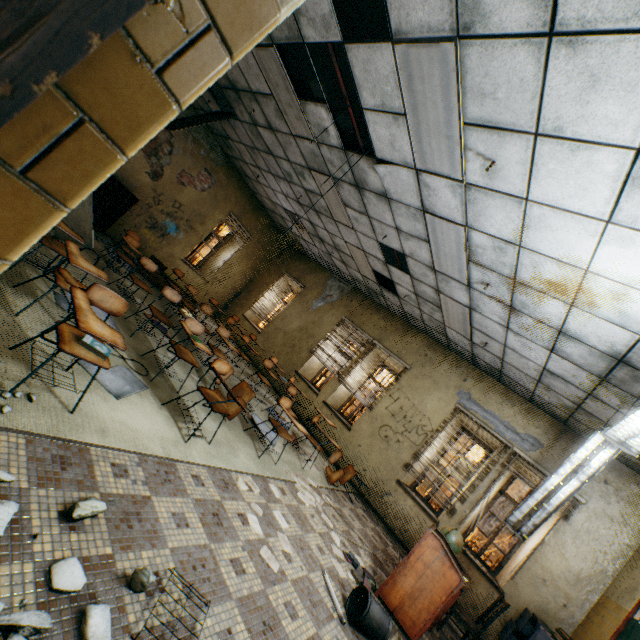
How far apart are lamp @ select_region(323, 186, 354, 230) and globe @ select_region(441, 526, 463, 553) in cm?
543

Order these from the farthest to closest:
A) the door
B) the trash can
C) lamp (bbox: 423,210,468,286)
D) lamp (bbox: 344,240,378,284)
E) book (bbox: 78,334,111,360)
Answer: lamp (bbox: 344,240,378,284), lamp (bbox: 423,210,468,286), the trash can, book (bbox: 78,334,111,360), the door

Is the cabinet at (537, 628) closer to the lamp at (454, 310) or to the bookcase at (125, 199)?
the lamp at (454, 310)

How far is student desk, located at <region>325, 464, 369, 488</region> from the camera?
5.97m

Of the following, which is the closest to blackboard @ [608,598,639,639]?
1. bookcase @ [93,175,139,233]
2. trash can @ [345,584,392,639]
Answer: trash can @ [345,584,392,639]

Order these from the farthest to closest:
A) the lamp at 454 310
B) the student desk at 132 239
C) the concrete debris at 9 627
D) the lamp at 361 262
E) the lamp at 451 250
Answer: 1. the lamp at 361 262
2. the lamp at 454 310
3. the student desk at 132 239
4. the lamp at 451 250
5. the concrete debris at 9 627

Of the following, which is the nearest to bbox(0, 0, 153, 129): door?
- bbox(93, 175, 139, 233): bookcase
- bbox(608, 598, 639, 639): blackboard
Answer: bbox(608, 598, 639, 639): blackboard

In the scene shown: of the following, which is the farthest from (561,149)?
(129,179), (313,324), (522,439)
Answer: (129,179)
